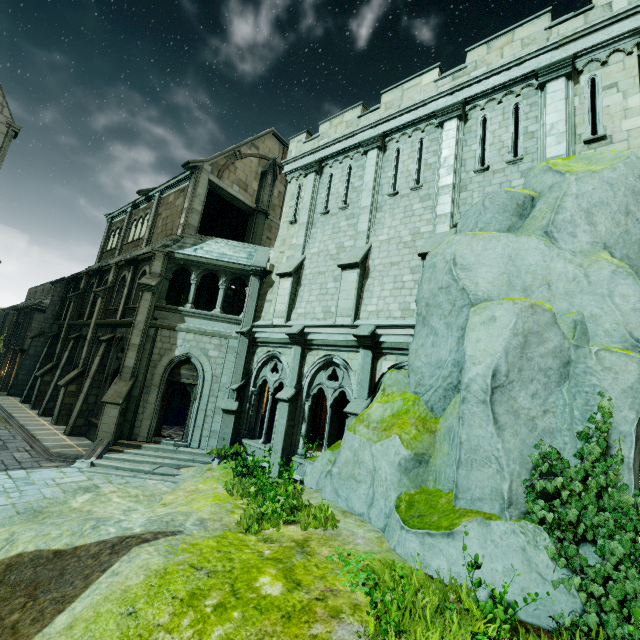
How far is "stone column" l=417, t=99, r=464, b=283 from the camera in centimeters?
1059cm

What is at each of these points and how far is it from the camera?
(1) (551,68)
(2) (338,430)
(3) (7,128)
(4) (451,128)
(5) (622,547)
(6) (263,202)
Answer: (1) stone column, 9.6 meters
(2) stone column, 14.6 meters
(3) building, 15.1 meters
(4) stone column, 11.6 meters
(5) plant, 4.8 meters
(6) merlon, 21.0 meters

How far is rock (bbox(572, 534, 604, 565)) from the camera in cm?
518

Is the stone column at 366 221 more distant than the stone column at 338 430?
No

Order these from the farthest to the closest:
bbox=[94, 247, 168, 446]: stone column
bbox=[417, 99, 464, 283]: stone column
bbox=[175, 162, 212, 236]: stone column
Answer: bbox=[175, 162, 212, 236]: stone column → bbox=[94, 247, 168, 446]: stone column → bbox=[417, 99, 464, 283]: stone column

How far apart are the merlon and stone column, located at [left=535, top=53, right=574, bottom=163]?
14.81m

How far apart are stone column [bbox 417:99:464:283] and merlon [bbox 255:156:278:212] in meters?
11.7

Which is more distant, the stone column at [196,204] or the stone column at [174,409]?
the stone column at [174,409]
